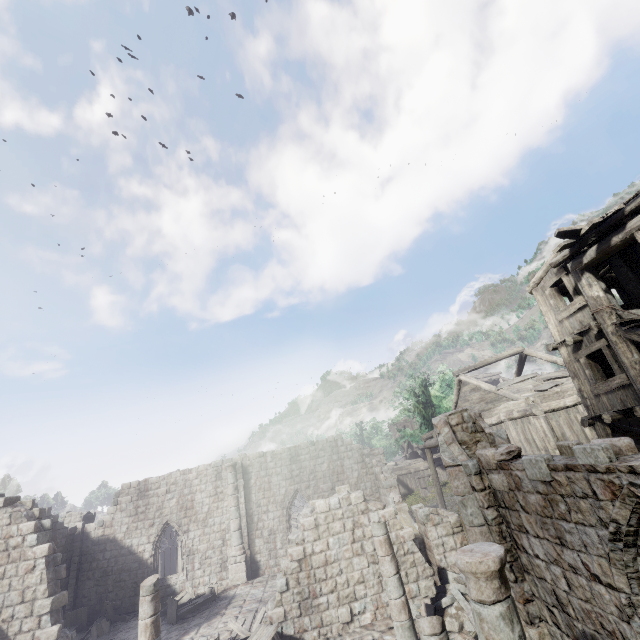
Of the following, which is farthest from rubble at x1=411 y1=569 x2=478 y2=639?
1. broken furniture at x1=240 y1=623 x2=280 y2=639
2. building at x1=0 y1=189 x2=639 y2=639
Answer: broken furniture at x1=240 y1=623 x2=280 y2=639

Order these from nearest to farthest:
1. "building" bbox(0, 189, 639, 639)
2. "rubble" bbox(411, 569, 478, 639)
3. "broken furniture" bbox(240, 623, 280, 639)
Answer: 1. "building" bbox(0, 189, 639, 639)
2. "rubble" bbox(411, 569, 478, 639)
3. "broken furniture" bbox(240, 623, 280, 639)

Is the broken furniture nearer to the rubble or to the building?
the building

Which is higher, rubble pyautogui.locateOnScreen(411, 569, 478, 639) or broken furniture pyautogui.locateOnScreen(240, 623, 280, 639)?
broken furniture pyautogui.locateOnScreen(240, 623, 280, 639)

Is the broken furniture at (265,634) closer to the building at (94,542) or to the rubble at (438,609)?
the building at (94,542)

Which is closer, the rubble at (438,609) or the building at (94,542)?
the building at (94,542)

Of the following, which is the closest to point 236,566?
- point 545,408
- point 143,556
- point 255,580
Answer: point 255,580
